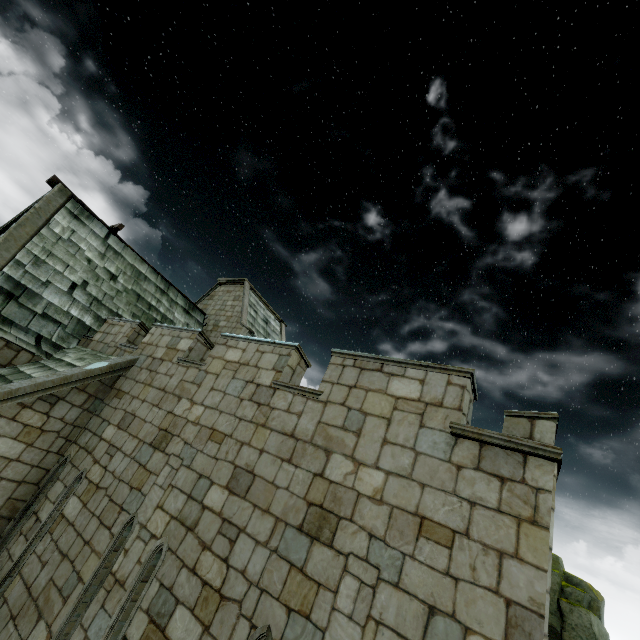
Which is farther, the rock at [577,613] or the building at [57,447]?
the rock at [577,613]

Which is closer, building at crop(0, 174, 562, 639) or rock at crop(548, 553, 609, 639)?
building at crop(0, 174, 562, 639)

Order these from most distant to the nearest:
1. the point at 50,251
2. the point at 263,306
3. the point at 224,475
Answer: the point at 263,306 → the point at 50,251 → the point at 224,475
